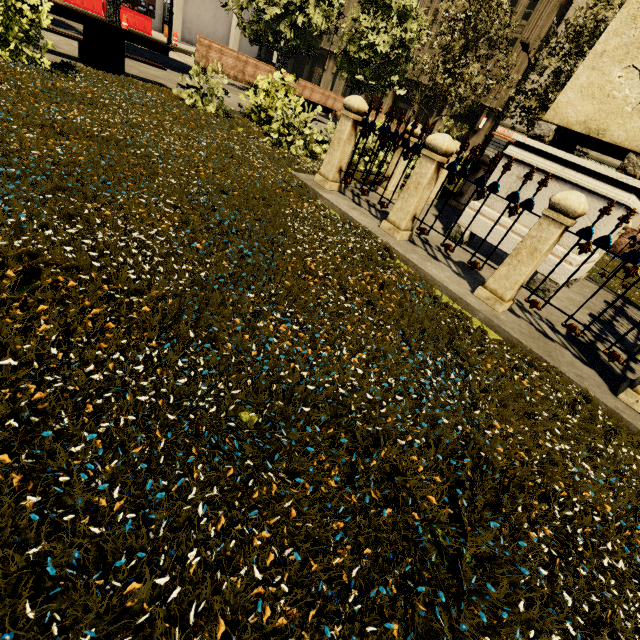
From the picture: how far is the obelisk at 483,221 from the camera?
5.30m

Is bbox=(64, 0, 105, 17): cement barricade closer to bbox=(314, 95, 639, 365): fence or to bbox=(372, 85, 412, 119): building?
bbox=(372, 85, 412, 119): building

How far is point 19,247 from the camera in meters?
2.0

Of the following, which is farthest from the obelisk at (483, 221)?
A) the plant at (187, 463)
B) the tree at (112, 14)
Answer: the tree at (112, 14)

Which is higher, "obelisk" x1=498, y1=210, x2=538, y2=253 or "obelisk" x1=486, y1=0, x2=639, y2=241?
"obelisk" x1=486, y1=0, x2=639, y2=241

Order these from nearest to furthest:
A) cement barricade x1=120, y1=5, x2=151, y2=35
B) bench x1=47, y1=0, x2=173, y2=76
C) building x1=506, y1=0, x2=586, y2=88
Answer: bench x1=47, y1=0, x2=173, y2=76, cement barricade x1=120, y1=5, x2=151, y2=35, building x1=506, y1=0, x2=586, y2=88

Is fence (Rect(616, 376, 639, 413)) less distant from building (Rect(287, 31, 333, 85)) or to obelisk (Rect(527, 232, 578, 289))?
obelisk (Rect(527, 232, 578, 289))

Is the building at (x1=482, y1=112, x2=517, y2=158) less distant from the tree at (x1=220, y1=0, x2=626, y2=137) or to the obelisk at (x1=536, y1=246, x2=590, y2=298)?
the tree at (x1=220, y1=0, x2=626, y2=137)
